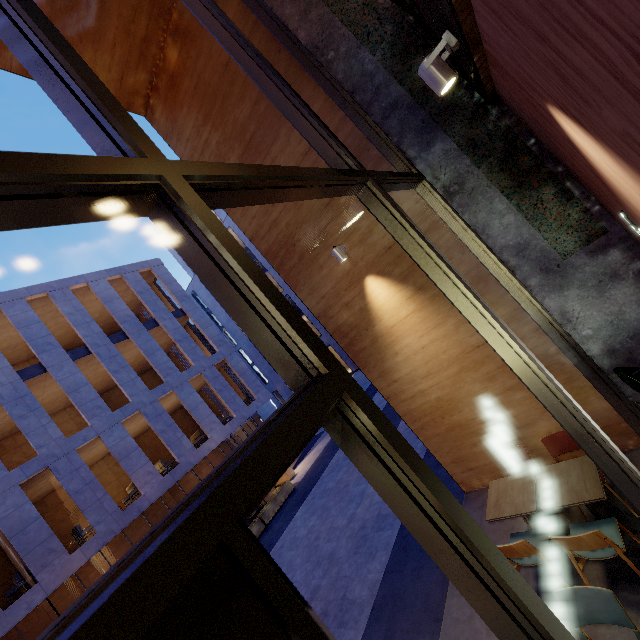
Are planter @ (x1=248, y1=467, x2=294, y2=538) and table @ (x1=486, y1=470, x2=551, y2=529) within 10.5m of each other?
no

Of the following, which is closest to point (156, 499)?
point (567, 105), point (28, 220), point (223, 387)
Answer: point (223, 387)

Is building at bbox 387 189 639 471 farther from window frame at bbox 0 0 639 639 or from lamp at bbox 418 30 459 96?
lamp at bbox 418 30 459 96

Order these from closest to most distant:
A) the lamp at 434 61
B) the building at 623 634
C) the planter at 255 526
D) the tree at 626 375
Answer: the lamp at 434 61 → the building at 623 634 → the tree at 626 375 → the planter at 255 526

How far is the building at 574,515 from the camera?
4.00m

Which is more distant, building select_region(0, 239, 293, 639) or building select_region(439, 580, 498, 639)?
building select_region(0, 239, 293, 639)

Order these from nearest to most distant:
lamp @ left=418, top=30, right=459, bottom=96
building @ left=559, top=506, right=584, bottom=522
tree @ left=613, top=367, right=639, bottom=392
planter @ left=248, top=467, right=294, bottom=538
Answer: lamp @ left=418, top=30, right=459, bottom=96 < tree @ left=613, top=367, right=639, bottom=392 < building @ left=559, top=506, right=584, bottom=522 < planter @ left=248, top=467, right=294, bottom=538

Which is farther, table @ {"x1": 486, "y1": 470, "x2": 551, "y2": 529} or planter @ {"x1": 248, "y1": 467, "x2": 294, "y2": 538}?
planter @ {"x1": 248, "y1": 467, "x2": 294, "y2": 538}
